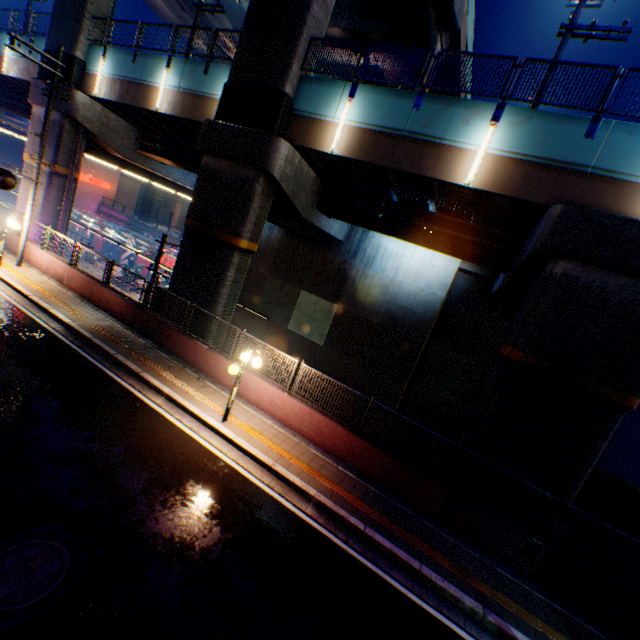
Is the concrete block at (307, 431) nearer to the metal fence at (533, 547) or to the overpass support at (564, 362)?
the metal fence at (533, 547)

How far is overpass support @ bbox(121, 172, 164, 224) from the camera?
54.82m

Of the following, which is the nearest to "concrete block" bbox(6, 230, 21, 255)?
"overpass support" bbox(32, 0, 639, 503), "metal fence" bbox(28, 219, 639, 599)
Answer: "metal fence" bbox(28, 219, 639, 599)

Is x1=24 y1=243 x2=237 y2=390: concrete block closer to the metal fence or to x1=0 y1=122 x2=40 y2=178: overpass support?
the metal fence

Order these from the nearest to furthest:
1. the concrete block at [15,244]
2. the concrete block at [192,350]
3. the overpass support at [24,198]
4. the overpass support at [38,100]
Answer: the concrete block at [192,350] < the concrete block at [15,244] < the overpass support at [38,100] < the overpass support at [24,198]

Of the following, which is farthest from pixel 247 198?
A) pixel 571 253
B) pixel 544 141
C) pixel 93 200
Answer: pixel 93 200
